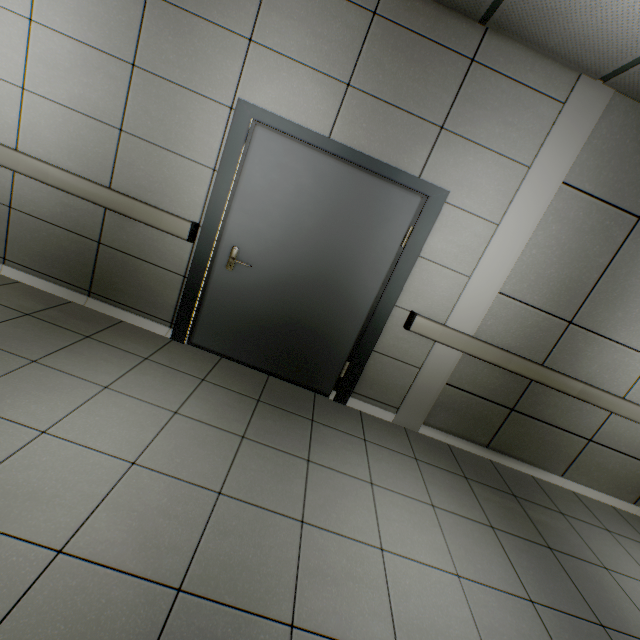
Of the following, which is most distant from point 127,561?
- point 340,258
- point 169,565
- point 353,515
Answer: point 340,258

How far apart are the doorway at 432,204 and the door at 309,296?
0.01m

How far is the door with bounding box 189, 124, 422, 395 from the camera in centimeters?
269cm

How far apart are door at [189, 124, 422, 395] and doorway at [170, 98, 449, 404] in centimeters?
1cm

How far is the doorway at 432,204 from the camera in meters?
2.6

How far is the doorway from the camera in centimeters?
259cm
